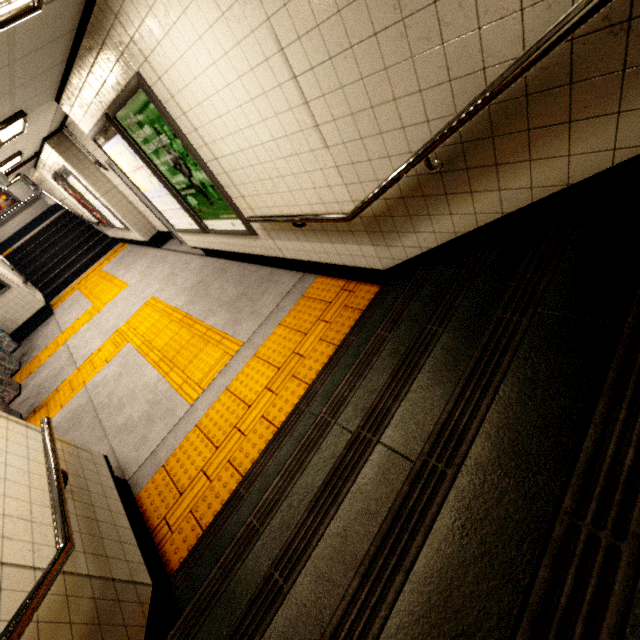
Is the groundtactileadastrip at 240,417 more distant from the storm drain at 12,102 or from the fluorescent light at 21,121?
the fluorescent light at 21,121

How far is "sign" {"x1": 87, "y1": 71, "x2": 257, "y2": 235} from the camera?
3.2 meters

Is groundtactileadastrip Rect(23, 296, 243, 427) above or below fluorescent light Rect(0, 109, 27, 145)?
below

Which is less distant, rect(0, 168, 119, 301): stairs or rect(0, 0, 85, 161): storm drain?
rect(0, 0, 85, 161): storm drain

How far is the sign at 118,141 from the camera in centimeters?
317cm

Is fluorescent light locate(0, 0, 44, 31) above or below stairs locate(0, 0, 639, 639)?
above

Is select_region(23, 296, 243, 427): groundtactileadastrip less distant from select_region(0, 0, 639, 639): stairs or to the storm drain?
select_region(0, 0, 639, 639): stairs

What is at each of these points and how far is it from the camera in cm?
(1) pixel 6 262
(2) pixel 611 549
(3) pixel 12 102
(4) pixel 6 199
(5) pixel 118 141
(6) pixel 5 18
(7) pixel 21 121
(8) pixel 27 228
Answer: (1) stairs, 1042
(2) stairs, 67
(3) storm drain, 348
(4) sign, 1385
(5) sign, 421
(6) fluorescent light, 192
(7) fluorescent light, 415
(8) building, 1457
